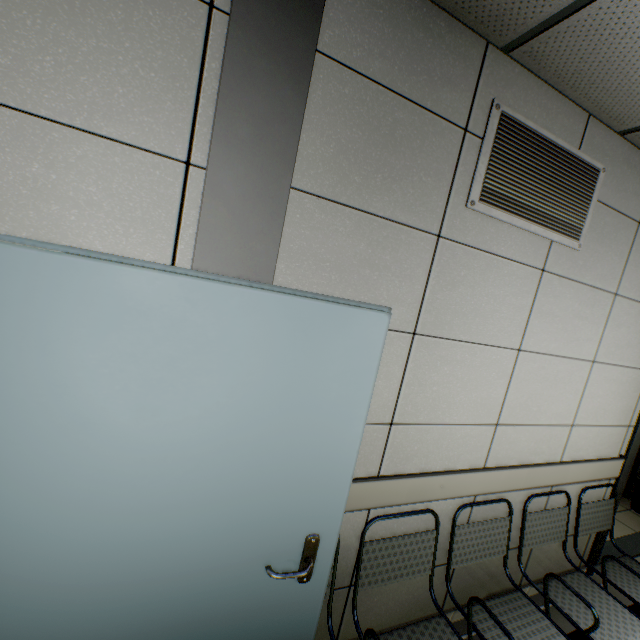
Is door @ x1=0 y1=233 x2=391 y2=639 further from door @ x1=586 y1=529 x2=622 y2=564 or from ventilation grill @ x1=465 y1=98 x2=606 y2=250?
door @ x1=586 y1=529 x2=622 y2=564

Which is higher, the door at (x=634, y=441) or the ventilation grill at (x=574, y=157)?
the ventilation grill at (x=574, y=157)

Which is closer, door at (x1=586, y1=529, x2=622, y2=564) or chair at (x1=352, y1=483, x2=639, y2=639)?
chair at (x1=352, y1=483, x2=639, y2=639)

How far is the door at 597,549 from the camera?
2.8m

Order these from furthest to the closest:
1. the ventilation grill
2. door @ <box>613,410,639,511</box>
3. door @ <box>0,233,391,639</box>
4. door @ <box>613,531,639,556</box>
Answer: door @ <box>613,531,639,556</box>
door @ <box>613,410,639,511</box>
the ventilation grill
door @ <box>0,233,391,639</box>

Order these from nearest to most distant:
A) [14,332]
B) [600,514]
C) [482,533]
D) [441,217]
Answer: [14,332]
[441,217]
[482,533]
[600,514]
